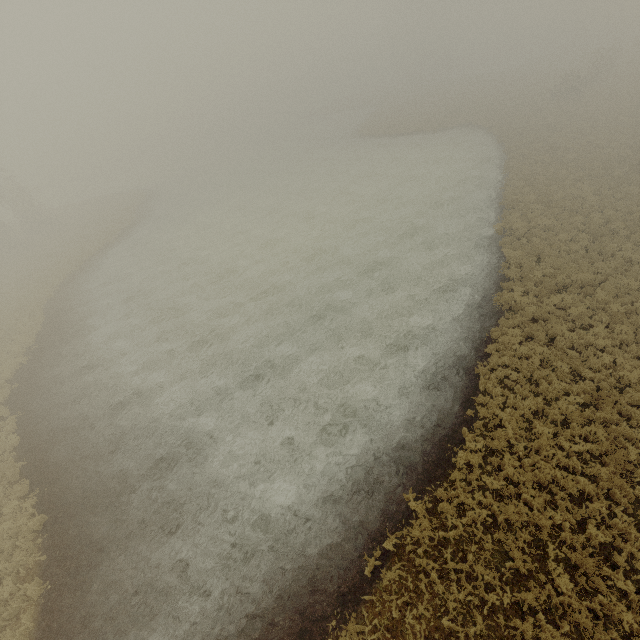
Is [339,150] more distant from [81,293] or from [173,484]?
[173,484]
